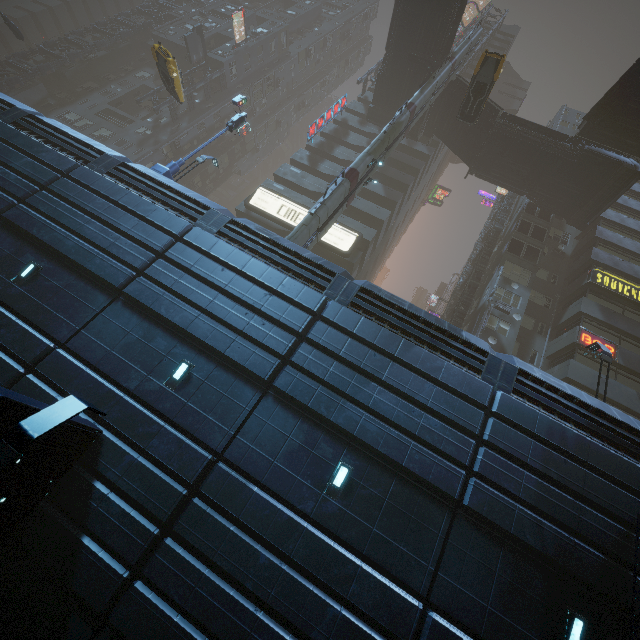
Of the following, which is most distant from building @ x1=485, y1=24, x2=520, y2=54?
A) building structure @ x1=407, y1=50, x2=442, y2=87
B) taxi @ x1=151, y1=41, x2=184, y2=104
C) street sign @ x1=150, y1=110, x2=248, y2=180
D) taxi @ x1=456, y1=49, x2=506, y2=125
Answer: building structure @ x1=407, y1=50, x2=442, y2=87

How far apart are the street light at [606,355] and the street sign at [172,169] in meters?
21.3

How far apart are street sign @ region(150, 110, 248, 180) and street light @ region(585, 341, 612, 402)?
21.29m

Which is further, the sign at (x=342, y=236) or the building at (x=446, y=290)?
the building at (x=446, y=290)

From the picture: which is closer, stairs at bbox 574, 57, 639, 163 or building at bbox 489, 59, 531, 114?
stairs at bbox 574, 57, 639, 163

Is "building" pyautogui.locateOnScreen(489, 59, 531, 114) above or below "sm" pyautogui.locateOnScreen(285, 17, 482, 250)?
above

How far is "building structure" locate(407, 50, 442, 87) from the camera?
27.2m

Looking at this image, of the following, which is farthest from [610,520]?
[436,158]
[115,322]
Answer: [436,158]
